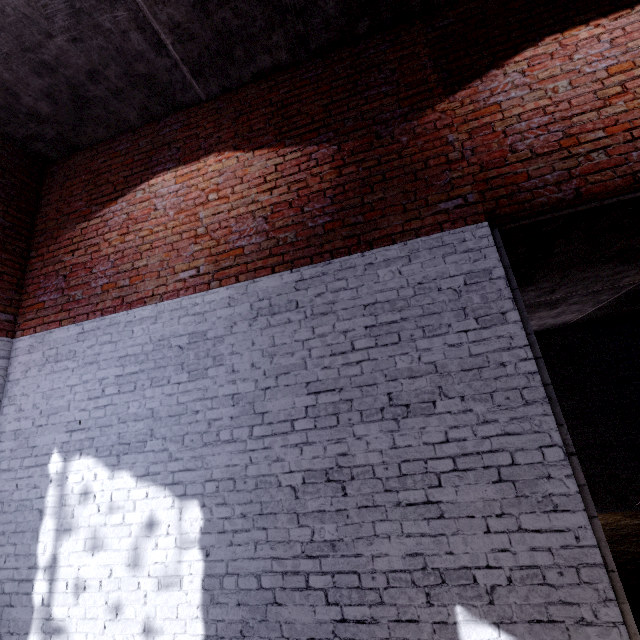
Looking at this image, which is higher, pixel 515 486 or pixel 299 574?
pixel 515 486
